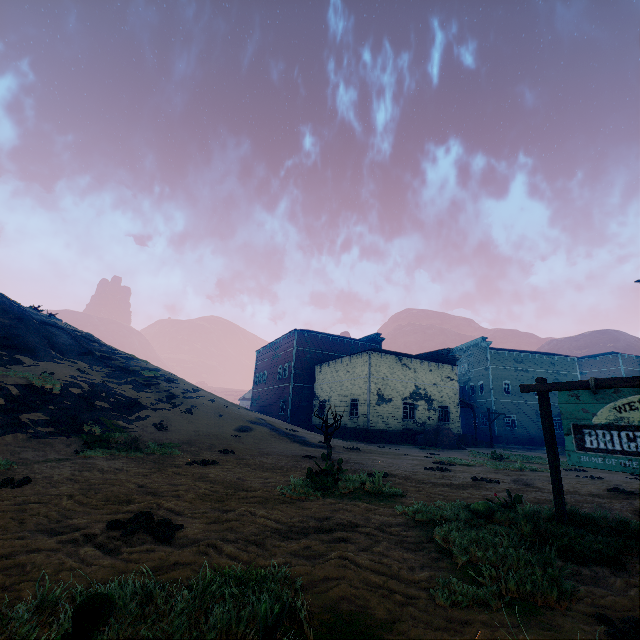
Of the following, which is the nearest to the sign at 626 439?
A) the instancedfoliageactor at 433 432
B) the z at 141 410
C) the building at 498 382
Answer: the z at 141 410

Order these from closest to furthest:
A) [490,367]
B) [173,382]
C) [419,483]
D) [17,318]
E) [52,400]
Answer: [419,483]
[52,400]
[17,318]
[173,382]
[490,367]

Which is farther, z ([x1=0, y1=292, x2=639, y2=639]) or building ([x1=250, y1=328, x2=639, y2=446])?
building ([x1=250, y1=328, x2=639, y2=446])

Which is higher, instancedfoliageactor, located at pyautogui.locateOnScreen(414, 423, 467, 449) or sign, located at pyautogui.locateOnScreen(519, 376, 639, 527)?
sign, located at pyautogui.locateOnScreen(519, 376, 639, 527)

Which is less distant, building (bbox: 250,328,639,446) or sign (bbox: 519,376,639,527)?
sign (bbox: 519,376,639,527)

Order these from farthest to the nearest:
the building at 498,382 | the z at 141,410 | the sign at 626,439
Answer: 1. the building at 498,382
2. the sign at 626,439
3. the z at 141,410

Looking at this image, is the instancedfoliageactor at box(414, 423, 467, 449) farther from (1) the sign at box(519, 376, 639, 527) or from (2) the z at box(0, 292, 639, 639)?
(1) the sign at box(519, 376, 639, 527)

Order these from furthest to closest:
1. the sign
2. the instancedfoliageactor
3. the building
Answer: the building, the instancedfoliageactor, the sign
